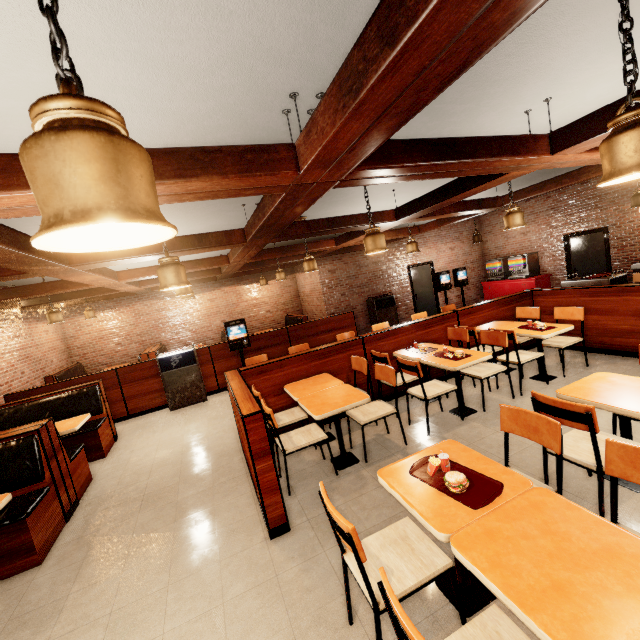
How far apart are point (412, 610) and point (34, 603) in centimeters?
316cm
